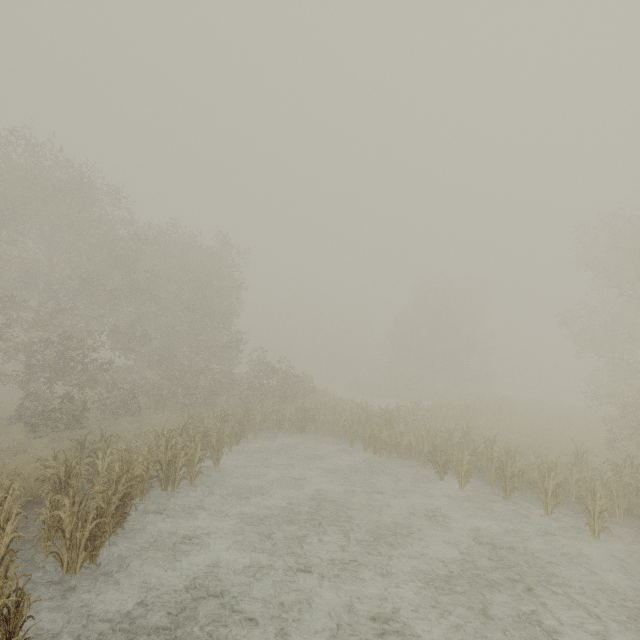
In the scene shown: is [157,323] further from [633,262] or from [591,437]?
[591,437]
